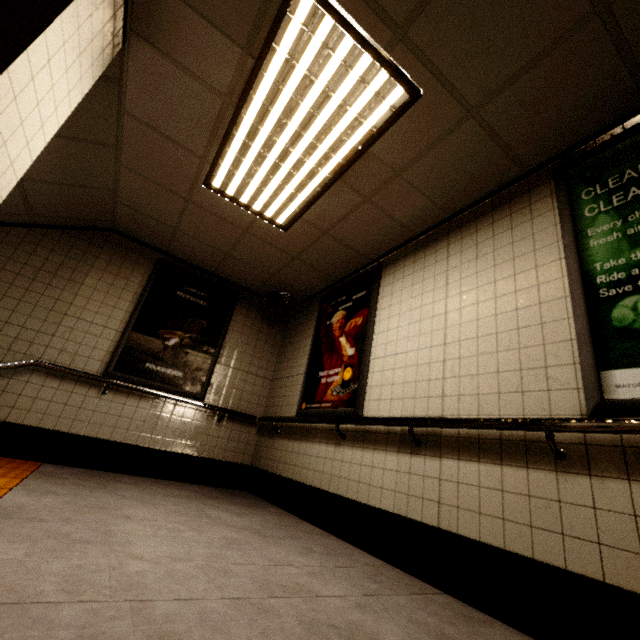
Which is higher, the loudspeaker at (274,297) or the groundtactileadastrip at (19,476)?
the loudspeaker at (274,297)

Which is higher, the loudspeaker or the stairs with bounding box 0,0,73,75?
the loudspeaker

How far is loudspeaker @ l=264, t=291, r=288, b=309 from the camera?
5.0 meters

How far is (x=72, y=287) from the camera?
4.1 meters

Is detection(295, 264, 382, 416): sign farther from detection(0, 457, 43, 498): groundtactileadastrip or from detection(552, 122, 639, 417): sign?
detection(0, 457, 43, 498): groundtactileadastrip

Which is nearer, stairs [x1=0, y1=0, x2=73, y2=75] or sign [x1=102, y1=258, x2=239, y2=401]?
stairs [x1=0, y1=0, x2=73, y2=75]

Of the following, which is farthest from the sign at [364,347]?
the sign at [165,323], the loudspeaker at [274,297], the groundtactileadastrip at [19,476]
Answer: the groundtactileadastrip at [19,476]

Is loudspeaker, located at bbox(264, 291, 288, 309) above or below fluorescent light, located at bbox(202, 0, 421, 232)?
below
